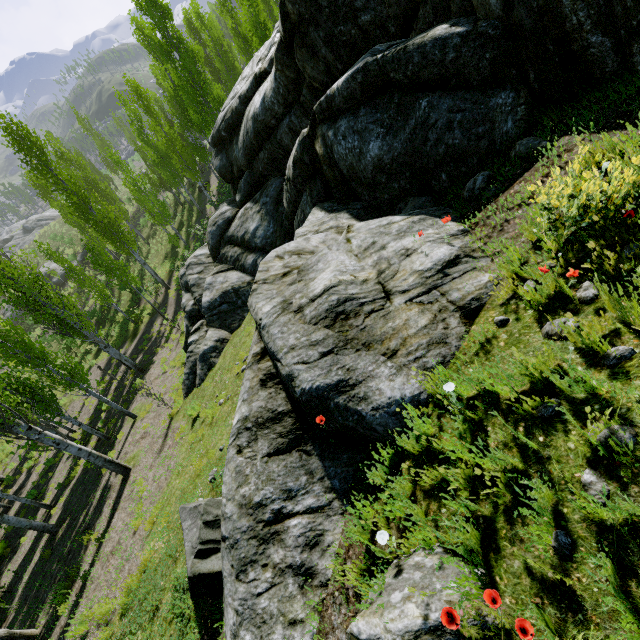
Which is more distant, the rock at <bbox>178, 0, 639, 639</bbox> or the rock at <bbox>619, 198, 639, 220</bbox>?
the rock at <bbox>178, 0, 639, 639</bbox>

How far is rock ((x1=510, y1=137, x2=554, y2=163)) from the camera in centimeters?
446cm

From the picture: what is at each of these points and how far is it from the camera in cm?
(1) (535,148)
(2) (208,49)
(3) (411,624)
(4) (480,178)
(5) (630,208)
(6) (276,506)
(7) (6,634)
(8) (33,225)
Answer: (1) rock, 454
(2) instancedfoliageactor, 2936
(3) rock, 208
(4) rock, 512
(5) rock, 292
(6) rock, 363
(7) instancedfoliageactor, 760
(8) rock, 5662

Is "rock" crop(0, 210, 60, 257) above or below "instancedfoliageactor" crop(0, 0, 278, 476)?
below

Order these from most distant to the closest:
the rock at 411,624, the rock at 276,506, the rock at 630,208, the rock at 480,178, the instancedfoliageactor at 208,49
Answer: the instancedfoliageactor at 208,49, the rock at 480,178, the rock at 276,506, the rock at 630,208, the rock at 411,624

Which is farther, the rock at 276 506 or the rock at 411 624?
the rock at 276 506

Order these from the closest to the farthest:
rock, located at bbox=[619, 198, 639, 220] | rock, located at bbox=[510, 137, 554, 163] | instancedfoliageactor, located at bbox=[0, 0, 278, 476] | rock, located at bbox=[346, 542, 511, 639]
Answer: rock, located at bbox=[346, 542, 511, 639], rock, located at bbox=[619, 198, 639, 220], rock, located at bbox=[510, 137, 554, 163], instancedfoliageactor, located at bbox=[0, 0, 278, 476]

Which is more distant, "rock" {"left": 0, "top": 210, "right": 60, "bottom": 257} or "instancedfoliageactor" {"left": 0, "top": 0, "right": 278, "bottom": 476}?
"rock" {"left": 0, "top": 210, "right": 60, "bottom": 257}
